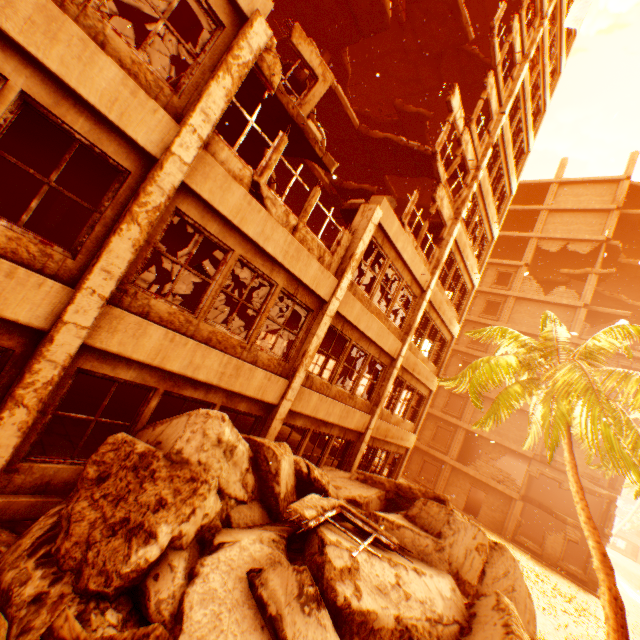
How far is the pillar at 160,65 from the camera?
10.62m

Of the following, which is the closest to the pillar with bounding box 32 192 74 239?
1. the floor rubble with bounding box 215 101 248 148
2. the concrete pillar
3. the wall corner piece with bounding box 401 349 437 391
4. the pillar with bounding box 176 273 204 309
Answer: the floor rubble with bounding box 215 101 248 148

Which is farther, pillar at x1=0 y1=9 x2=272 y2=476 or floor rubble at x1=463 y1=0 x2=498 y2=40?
floor rubble at x1=463 y1=0 x2=498 y2=40

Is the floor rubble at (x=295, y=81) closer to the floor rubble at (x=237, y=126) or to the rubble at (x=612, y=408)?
the rubble at (x=612, y=408)

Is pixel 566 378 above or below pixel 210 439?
above

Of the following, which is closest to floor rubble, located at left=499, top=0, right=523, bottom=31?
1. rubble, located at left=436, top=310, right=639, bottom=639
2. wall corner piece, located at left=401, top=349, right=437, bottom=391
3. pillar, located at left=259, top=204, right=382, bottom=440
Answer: rubble, located at left=436, top=310, right=639, bottom=639

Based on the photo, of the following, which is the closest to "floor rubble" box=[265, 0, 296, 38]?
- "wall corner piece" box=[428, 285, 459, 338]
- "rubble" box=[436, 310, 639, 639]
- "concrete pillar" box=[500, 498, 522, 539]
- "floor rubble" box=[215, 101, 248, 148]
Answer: "rubble" box=[436, 310, 639, 639]

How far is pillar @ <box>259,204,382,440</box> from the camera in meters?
8.2 m
